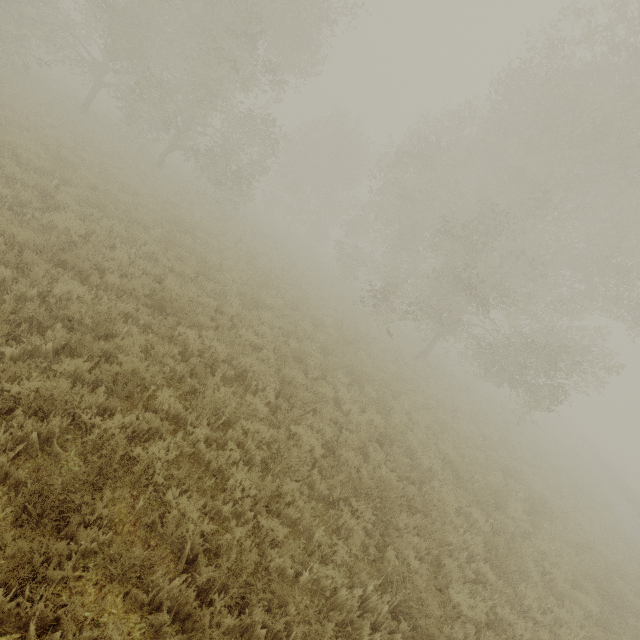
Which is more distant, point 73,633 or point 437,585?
point 437,585
